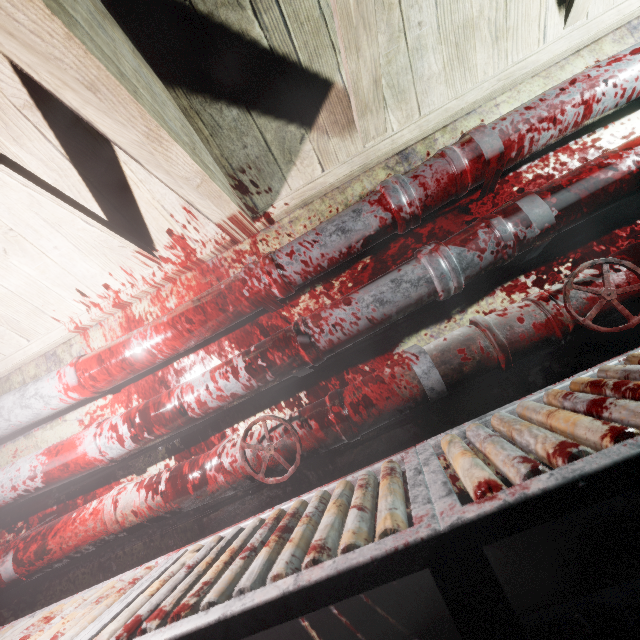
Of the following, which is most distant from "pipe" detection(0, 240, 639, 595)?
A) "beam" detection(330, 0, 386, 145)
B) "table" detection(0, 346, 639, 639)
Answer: "beam" detection(330, 0, 386, 145)

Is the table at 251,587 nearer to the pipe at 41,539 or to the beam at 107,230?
the pipe at 41,539

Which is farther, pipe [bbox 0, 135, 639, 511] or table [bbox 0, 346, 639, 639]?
pipe [bbox 0, 135, 639, 511]

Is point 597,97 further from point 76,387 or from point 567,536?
point 76,387

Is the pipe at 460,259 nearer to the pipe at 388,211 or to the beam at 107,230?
the pipe at 388,211

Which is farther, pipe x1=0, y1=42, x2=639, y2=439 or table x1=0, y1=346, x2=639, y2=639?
pipe x1=0, y1=42, x2=639, y2=439

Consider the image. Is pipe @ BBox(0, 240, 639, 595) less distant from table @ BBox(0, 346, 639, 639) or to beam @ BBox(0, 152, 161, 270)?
table @ BBox(0, 346, 639, 639)

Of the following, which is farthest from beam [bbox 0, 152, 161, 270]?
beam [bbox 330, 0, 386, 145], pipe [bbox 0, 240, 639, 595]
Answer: pipe [bbox 0, 240, 639, 595]
